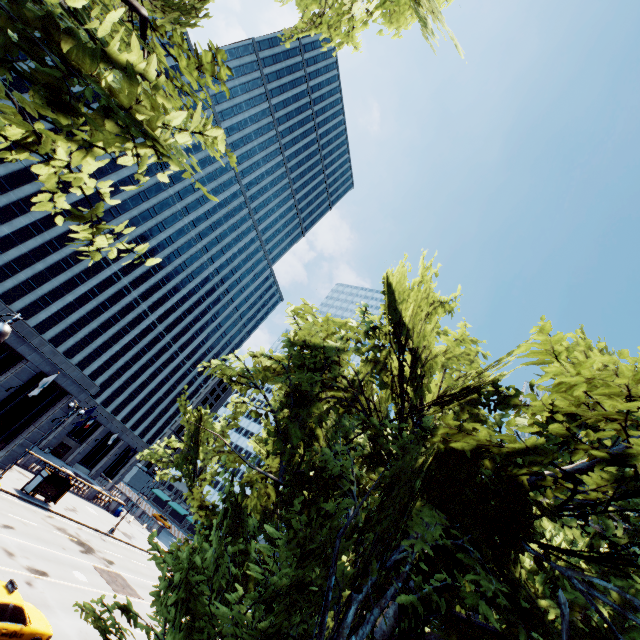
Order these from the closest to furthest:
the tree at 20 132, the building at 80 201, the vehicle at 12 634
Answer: the tree at 20 132 → the vehicle at 12 634 → the building at 80 201

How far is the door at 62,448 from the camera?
54.7 meters

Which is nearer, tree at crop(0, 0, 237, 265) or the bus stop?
tree at crop(0, 0, 237, 265)

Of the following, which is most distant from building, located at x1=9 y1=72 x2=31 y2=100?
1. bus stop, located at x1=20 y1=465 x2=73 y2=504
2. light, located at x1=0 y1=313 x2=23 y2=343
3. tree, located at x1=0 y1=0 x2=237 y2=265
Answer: light, located at x1=0 y1=313 x2=23 y2=343

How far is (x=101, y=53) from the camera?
3.3m

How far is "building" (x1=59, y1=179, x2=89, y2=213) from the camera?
47.4m

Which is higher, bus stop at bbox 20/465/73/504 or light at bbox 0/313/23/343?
light at bbox 0/313/23/343

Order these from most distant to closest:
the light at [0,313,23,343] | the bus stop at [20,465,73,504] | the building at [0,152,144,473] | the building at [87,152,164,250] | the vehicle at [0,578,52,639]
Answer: the building at [87,152,164,250]
the building at [0,152,144,473]
the bus stop at [20,465,73,504]
the vehicle at [0,578,52,639]
the light at [0,313,23,343]
